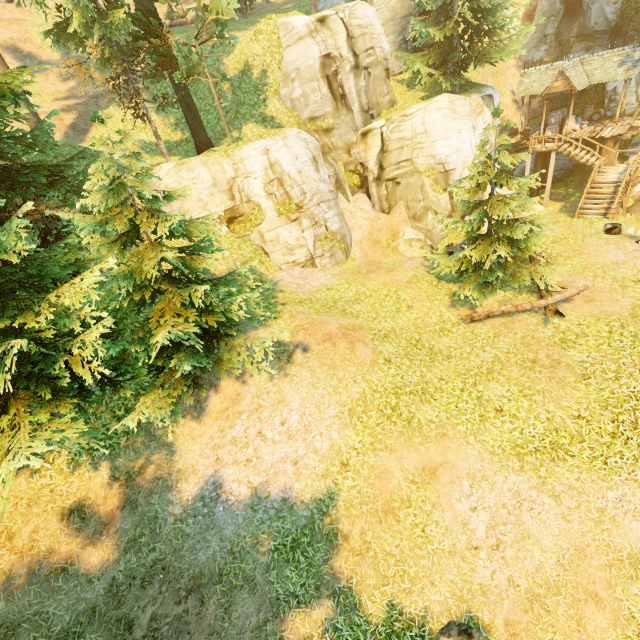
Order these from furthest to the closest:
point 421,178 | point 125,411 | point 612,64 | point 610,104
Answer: point 610,104
point 612,64
point 421,178
point 125,411

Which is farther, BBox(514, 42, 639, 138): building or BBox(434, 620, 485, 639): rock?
BBox(514, 42, 639, 138): building

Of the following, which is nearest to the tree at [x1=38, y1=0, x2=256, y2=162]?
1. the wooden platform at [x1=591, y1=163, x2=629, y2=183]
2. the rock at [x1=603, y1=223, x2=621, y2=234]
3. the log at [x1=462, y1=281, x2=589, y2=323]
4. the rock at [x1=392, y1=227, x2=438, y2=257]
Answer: the log at [x1=462, y1=281, x2=589, y2=323]

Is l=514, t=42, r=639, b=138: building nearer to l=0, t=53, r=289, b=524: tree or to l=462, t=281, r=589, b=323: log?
l=0, t=53, r=289, b=524: tree

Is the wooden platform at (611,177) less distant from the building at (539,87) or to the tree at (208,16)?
the building at (539,87)

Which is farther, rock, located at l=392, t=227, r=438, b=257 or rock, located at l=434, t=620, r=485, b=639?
rock, located at l=392, t=227, r=438, b=257

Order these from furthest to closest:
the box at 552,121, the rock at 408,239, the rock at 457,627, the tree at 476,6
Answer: the box at 552,121 → the rock at 408,239 → the tree at 476,6 → the rock at 457,627

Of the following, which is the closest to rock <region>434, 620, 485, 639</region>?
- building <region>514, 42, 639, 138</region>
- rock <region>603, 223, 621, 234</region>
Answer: rock <region>603, 223, 621, 234</region>
